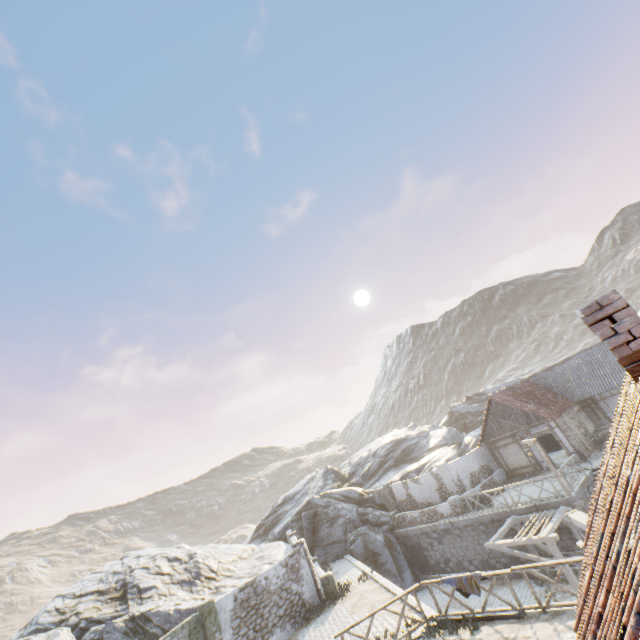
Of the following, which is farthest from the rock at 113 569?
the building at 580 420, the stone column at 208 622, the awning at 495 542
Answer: the stone column at 208 622

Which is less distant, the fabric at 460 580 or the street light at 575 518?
the street light at 575 518

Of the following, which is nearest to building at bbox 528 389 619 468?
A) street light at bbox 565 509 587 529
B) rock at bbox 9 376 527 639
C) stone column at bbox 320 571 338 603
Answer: rock at bbox 9 376 527 639

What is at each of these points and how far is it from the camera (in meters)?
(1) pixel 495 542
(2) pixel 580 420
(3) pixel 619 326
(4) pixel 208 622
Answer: (1) awning, 16.05
(2) building, 23.50
(3) chimney, 4.36
(4) stone column, 13.79

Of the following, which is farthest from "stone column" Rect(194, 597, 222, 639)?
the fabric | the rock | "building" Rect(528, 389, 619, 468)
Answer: "building" Rect(528, 389, 619, 468)

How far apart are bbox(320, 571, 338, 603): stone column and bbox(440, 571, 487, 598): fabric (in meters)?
9.02

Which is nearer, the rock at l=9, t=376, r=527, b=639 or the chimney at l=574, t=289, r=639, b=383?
the chimney at l=574, t=289, r=639, b=383

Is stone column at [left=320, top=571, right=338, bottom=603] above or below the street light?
below
